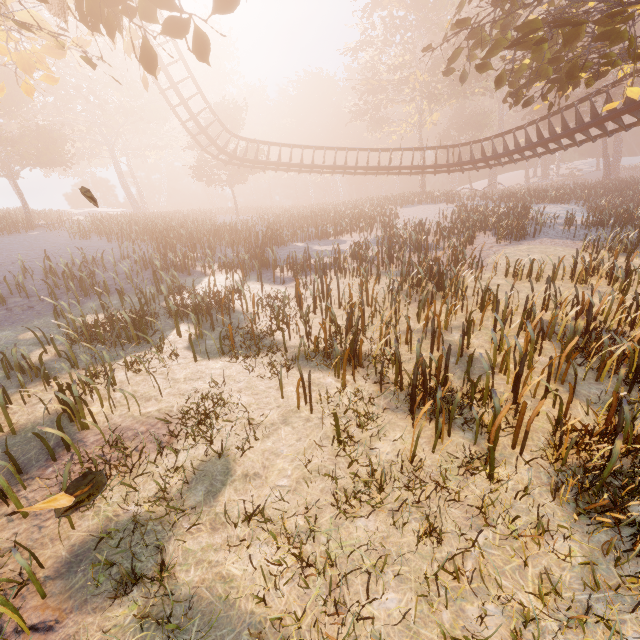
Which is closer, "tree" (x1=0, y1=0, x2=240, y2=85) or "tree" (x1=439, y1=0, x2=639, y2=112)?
"tree" (x1=0, y1=0, x2=240, y2=85)

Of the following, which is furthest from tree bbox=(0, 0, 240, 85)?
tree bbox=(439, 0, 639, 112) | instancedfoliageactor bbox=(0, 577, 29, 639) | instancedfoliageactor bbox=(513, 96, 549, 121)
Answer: instancedfoliageactor bbox=(513, 96, 549, 121)

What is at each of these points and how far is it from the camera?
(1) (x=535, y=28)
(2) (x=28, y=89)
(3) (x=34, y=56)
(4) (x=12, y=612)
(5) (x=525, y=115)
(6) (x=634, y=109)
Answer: (1) tree, 9.2m
(2) tree, 7.2m
(3) tree, 6.0m
(4) instancedfoliageactor, 3.2m
(5) instancedfoliageactor, 45.2m
(6) roller coaster, 13.5m

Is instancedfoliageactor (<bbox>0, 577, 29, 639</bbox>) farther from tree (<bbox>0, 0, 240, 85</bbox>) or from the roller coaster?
the roller coaster

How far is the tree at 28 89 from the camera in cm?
710

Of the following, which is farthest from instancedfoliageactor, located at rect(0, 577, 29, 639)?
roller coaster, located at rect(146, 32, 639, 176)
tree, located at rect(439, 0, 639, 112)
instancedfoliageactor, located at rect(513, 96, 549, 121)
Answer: instancedfoliageactor, located at rect(513, 96, 549, 121)

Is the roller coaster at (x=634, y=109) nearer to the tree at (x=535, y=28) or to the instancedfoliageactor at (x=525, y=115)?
the tree at (x=535, y=28)

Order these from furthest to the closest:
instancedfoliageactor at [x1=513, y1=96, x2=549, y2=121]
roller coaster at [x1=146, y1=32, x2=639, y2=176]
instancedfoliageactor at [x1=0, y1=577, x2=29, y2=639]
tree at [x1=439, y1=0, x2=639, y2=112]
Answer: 1. instancedfoliageactor at [x1=513, y1=96, x2=549, y2=121]
2. roller coaster at [x1=146, y1=32, x2=639, y2=176]
3. tree at [x1=439, y1=0, x2=639, y2=112]
4. instancedfoliageactor at [x1=0, y1=577, x2=29, y2=639]
